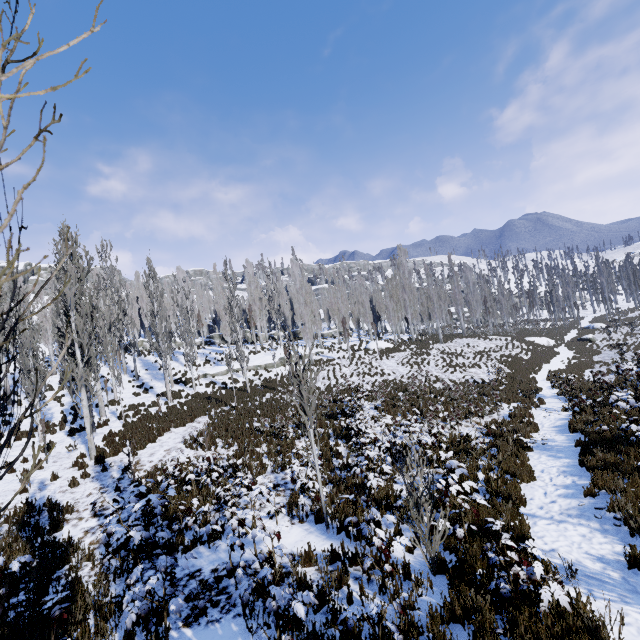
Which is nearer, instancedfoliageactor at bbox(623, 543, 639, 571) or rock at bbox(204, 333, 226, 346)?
instancedfoliageactor at bbox(623, 543, 639, 571)

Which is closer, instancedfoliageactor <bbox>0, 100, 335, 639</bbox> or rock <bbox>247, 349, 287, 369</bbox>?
instancedfoliageactor <bbox>0, 100, 335, 639</bbox>

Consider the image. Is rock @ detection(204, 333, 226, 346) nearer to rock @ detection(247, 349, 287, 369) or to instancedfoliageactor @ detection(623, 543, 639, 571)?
instancedfoliageactor @ detection(623, 543, 639, 571)

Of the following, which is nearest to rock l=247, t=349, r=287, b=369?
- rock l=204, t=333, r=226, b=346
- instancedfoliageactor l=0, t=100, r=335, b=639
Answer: instancedfoliageactor l=0, t=100, r=335, b=639

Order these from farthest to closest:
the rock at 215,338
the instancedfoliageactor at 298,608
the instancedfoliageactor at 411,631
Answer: the rock at 215,338 < the instancedfoliageactor at 298,608 < the instancedfoliageactor at 411,631

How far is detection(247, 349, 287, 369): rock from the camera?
32.5m

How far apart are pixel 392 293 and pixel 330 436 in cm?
3361

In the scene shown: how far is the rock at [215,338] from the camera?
45.7 meters
